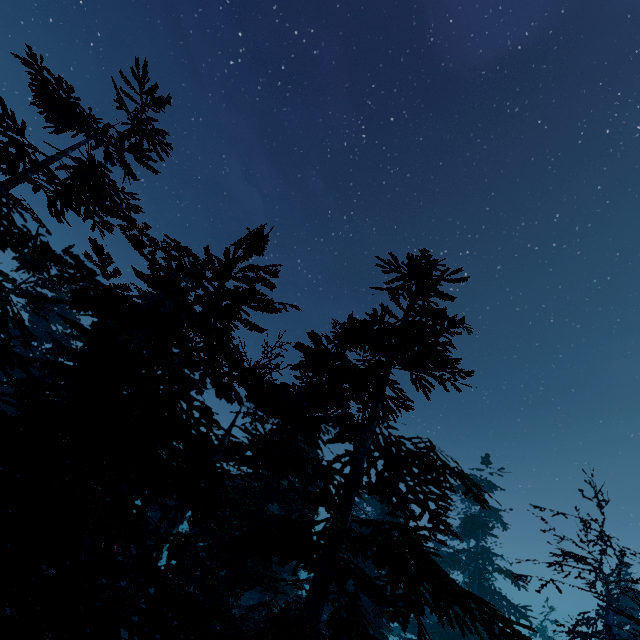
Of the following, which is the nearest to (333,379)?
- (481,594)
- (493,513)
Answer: (493,513)

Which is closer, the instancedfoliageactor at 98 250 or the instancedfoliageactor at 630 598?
the instancedfoliageactor at 98 250

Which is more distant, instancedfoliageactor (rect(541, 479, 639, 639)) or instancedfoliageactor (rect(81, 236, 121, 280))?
instancedfoliageactor (rect(541, 479, 639, 639))

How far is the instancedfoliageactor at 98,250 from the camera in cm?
331

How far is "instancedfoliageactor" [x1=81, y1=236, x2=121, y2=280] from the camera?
3.3m

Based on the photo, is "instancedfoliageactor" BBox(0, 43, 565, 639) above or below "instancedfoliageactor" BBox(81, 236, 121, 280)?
below
